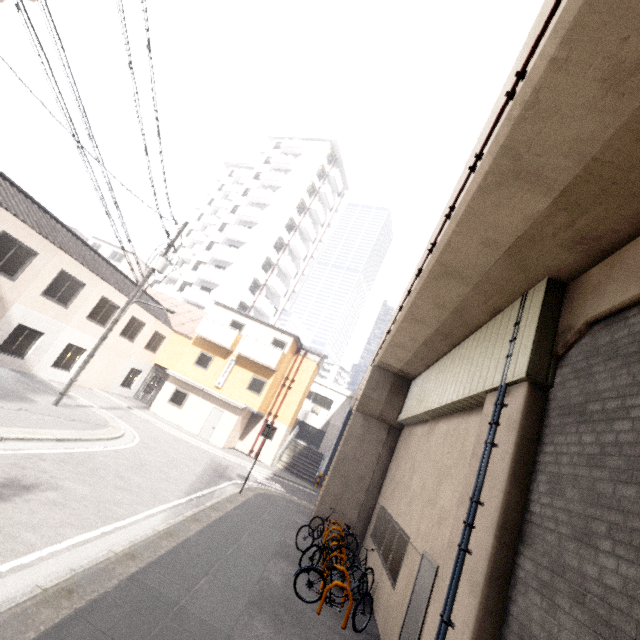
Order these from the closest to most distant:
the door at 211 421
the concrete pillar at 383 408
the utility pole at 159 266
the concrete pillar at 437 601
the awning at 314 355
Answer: the concrete pillar at 437 601
the concrete pillar at 383 408
the utility pole at 159 266
the door at 211 421
the awning at 314 355

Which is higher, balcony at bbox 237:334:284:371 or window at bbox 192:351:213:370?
balcony at bbox 237:334:284:371

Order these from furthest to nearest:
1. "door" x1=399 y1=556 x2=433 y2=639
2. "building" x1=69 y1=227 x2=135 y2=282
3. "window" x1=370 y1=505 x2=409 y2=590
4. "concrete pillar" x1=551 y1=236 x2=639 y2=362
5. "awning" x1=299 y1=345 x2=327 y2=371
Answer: "building" x1=69 y1=227 x2=135 y2=282 → "awning" x1=299 y1=345 x2=327 y2=371 → "window" x1=370 y1=505 x2=409 y2=590 → "door" x1=399 y1=556 x2=433 y2=639 → "concrete pillar" x1=551 y1=236 x2=639 y2=362

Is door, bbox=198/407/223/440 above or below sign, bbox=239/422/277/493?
below

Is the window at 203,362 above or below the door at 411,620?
above

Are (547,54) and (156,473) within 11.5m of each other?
no

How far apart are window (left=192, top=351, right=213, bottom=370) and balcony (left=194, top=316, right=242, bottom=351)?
0.86m

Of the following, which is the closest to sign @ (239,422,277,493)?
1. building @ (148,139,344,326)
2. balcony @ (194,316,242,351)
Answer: balcony @ (194,316,242,351)
